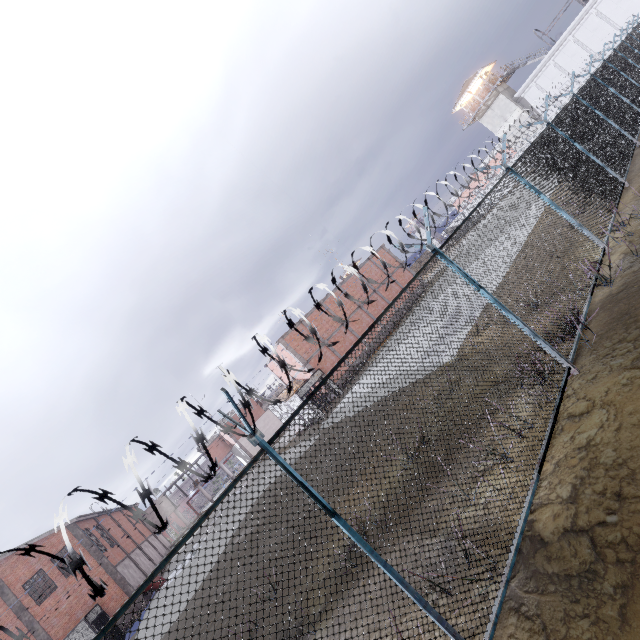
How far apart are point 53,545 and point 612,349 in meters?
37.1

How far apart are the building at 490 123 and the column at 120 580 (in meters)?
66.00

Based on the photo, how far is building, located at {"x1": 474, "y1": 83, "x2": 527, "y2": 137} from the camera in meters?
43.3

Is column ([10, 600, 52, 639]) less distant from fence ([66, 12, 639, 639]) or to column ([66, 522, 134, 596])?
column ([66, 522, 134, 596])

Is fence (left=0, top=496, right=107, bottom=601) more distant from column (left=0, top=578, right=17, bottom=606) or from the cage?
column (left=0, top=578, right=17, bottom=606)

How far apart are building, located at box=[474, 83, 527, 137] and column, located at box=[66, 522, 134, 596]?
66.0m

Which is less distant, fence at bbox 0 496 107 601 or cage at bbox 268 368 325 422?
fence at bbox 0 496 107 601

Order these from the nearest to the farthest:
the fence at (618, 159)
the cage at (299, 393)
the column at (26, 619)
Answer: the fence at (618, 159)
the column at (26, 619)
the cage at (299, 393)
